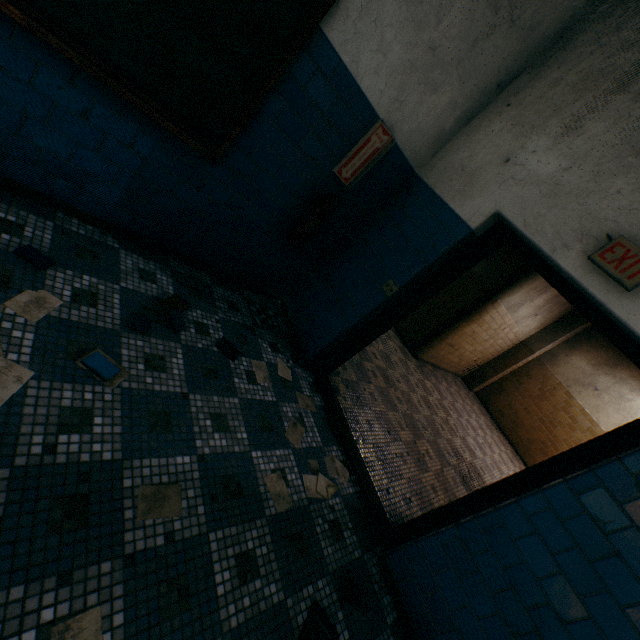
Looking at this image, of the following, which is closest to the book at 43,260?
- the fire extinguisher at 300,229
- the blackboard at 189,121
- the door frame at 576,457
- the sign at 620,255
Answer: the blackboard at 189,121

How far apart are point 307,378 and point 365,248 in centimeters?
143cm

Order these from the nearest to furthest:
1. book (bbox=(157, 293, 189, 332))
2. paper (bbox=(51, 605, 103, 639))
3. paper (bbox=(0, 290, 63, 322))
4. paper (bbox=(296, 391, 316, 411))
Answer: paper (bbox=(51, 605, 103, 639)) → paper (bbox=(0, 290, 63, 322)) → book (bbox=(157, 293, 189, 332)) → paper (bbox=(296, 391, 316, 411))

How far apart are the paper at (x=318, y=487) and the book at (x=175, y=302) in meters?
1.4

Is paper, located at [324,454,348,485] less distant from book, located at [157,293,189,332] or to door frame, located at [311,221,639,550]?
door frame, located at [311,221,639,550]

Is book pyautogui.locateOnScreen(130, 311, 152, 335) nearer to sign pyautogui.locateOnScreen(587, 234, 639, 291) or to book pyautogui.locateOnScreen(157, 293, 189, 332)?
book pyautogui.locateOnScreen(157, 293, 189, 332)

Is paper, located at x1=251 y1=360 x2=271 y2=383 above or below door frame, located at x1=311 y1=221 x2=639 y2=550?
below

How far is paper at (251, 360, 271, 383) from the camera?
2.69m
